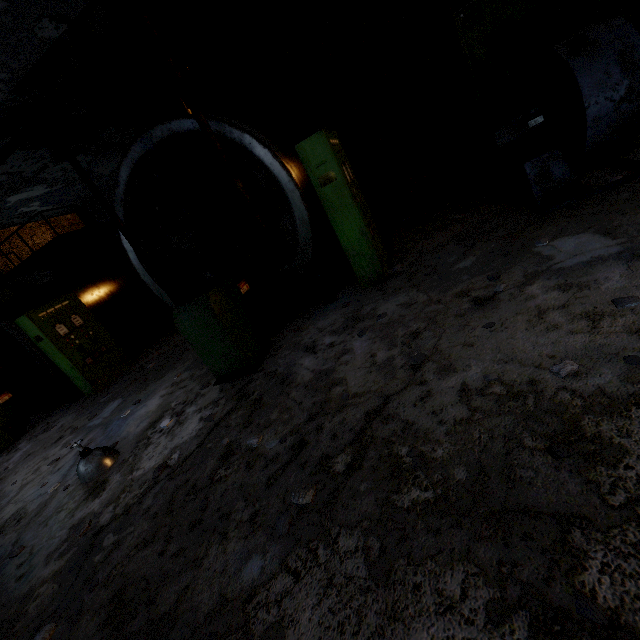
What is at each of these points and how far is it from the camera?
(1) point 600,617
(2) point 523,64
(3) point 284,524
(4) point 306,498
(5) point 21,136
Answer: (1) concrete debris, 1.2 meters
(2) fan motor, 4.8 meters
(3) concrete debris, 2.2 meters
(4) concrete debris, 2.3 meters
(5) pipe, 4.8 meters

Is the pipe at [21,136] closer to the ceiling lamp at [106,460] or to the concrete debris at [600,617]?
the concrete debris at [600,617]

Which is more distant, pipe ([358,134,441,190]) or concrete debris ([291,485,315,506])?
pipe ([358,134,441,190])

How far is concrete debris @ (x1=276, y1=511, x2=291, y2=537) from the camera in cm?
220

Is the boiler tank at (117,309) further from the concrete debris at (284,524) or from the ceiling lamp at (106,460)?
the concrete debris at (284,524)

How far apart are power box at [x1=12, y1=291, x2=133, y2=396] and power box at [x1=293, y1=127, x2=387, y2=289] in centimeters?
725cm

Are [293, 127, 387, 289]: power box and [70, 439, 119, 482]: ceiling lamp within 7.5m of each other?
yes

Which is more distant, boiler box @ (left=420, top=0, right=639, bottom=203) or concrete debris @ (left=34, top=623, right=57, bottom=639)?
boiler box @ (left=420, top=0, right=639, bottom=203)
